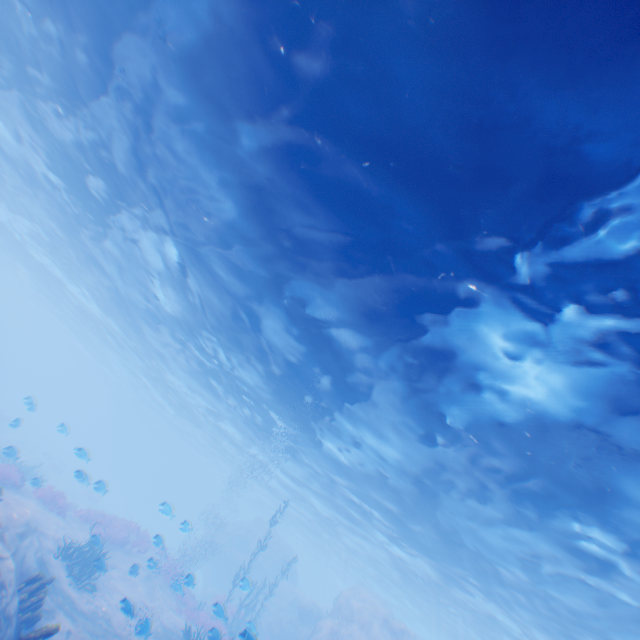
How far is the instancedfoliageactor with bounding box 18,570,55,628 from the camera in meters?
8.4

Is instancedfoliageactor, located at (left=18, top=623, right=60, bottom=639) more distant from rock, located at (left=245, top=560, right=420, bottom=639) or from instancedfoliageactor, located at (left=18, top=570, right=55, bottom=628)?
rock, located at (left=245, top=560, right=420, bottom=639)

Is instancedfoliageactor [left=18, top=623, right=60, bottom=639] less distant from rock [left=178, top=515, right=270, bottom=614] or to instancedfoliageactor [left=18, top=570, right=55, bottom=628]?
instancedfoliageactor [left=18, top=570, right=55, bottom=628]

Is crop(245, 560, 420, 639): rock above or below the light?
below

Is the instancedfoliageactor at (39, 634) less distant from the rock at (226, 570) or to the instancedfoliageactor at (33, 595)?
the instancedfoliageactor at (33, 595)

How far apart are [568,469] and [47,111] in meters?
24.4 m

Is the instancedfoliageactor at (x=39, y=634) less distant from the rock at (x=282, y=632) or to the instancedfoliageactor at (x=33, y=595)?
the instancedfoliageactor at (x=33, y=595)

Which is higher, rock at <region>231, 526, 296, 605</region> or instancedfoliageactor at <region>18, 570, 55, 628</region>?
rock at <region>231, 526, 296, 605</region>
